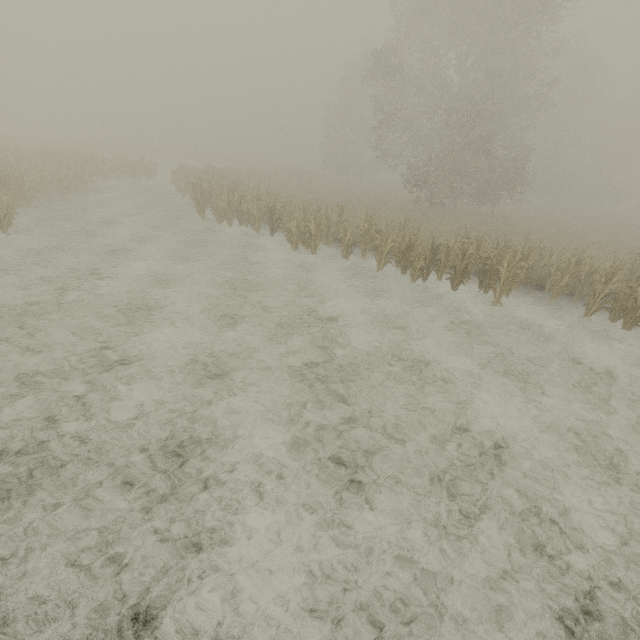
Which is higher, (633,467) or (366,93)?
(366,93)
